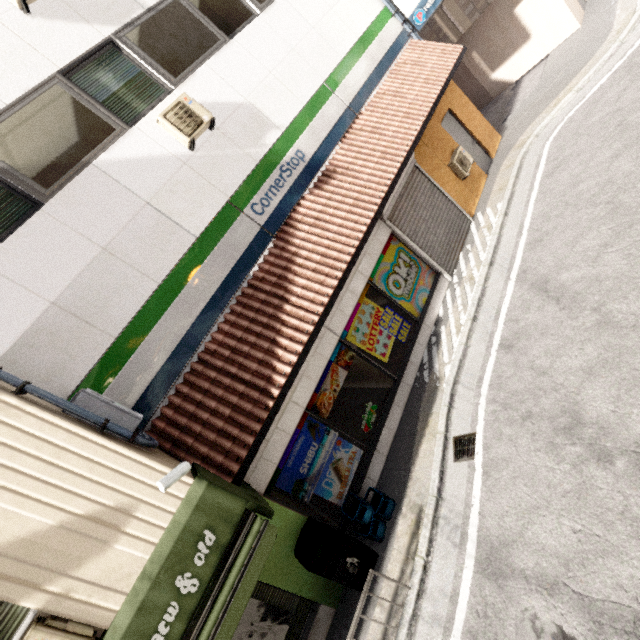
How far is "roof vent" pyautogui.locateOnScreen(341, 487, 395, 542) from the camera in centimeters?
522cm

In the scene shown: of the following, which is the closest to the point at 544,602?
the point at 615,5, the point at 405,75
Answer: the point at 405,75

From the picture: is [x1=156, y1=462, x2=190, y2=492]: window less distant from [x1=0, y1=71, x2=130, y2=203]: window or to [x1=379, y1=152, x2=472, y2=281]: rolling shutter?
[x1=0, y1=71, x2=130, y2=203]: window

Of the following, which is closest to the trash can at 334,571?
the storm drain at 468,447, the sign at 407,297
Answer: the storm drain at 468,447

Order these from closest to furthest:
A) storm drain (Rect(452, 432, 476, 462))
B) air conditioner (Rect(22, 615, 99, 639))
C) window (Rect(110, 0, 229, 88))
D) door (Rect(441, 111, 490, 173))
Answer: air conditioner (Rect(22, 615, 99, 639)) → storm drain (Rect(452, 432, 476, 462)) → window (Rect(110, 0, 229, 88)) → door (Rect(441, 111, 490, 173))

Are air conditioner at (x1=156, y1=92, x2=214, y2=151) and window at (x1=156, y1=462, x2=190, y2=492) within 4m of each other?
no

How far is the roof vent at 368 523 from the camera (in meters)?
5.22

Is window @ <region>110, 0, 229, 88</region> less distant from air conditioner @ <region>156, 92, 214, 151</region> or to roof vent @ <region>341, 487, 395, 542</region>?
air conditioner @ <region>156, 92, 214, 151</region>
